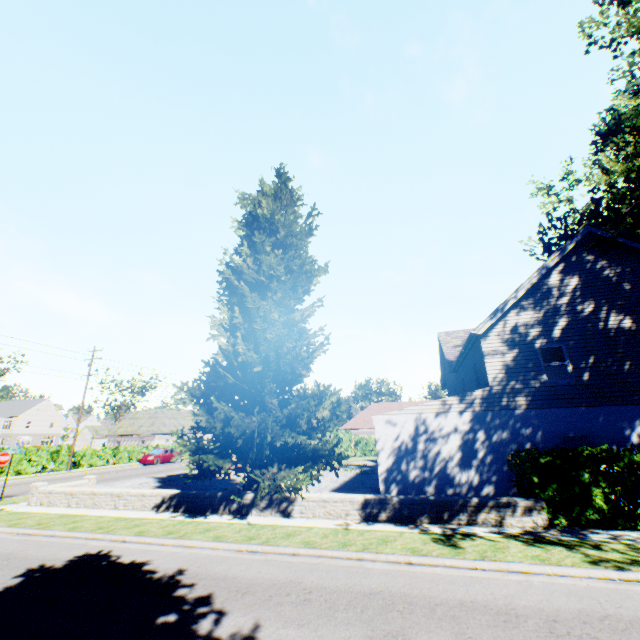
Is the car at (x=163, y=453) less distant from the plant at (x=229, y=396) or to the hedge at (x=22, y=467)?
the hedge at (x=22, y=467)

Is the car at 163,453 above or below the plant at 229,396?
below

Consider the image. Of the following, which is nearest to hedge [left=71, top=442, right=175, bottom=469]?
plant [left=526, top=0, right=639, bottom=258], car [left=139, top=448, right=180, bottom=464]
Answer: plant [left=526, top=0, right=639, bottom=258]

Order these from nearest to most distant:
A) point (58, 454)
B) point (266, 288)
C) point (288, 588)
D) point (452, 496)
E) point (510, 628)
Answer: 1. point (510, 628)
2. point (288, 588)
3. point (452, 496)
4. point (266, 288)
5. point (58, 454)

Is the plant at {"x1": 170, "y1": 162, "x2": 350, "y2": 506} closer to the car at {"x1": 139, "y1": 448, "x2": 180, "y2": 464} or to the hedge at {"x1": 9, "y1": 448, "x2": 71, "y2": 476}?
the hedge at {"x1": 9, "y1": 448, "x2": 71, "y2": 476}

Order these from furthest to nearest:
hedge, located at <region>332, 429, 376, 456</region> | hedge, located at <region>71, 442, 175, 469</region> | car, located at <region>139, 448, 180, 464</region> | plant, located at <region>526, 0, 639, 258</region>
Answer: hedge, located at <region>332, 429, 376, 456</region>
car, located at <region>139, 448, 180, 464</region>
hedge, located at <region>71, 442, 175, 469</region>
plant, located at <region>526, 0, 639, 258</region>

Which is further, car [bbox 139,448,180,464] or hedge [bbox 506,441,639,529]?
car [bbox 139,448,180,464]
